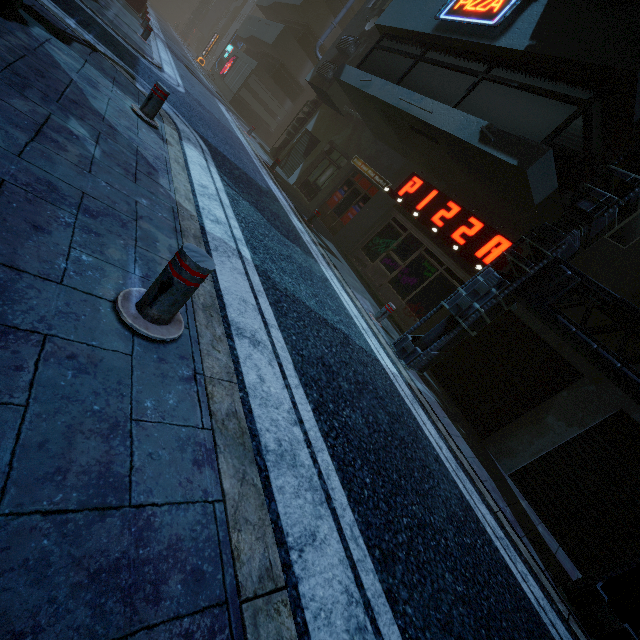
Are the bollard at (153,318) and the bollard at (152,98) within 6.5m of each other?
yes

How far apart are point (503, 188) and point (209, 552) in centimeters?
818cm

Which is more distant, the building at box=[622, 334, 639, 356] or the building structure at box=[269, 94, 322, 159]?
the building structure at box=[269, 94, 322, 159]

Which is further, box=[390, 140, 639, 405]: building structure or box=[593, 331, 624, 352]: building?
box=[593, 331, 624, 352]: building

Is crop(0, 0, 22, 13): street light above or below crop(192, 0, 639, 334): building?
below

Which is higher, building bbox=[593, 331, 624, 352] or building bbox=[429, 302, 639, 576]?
building bbox=[593, 331, 624, 352]

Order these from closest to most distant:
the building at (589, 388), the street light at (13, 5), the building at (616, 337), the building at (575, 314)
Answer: the street light at (13, 5)
the building at (589, 388)
the building at (616, 337)
the building at (575, 314)

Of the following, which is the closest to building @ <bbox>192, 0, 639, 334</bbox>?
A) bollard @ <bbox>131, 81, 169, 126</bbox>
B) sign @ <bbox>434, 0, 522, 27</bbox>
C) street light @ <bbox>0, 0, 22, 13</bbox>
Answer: sign @ <bbox>434, 0, 522, 27</bbox>
